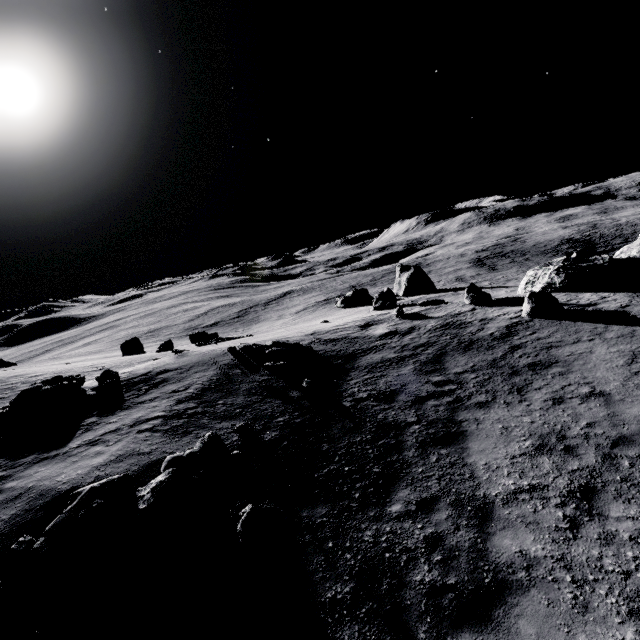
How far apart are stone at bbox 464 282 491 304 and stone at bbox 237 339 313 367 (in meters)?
11.34

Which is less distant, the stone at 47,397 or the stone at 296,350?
the stone at 47,397

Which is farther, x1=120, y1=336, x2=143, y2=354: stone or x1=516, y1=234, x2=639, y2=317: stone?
x1=120, y1=336, x2=143, y2=354: stone

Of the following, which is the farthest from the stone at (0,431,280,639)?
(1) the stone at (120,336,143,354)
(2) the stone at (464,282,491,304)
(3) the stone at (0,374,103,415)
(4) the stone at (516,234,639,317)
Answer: (1) the stone at (120,336,143,354)

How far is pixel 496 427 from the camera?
9.18m

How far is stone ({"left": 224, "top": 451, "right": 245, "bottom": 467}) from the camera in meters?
8.4 m

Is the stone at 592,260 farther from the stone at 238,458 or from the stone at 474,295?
the stone at 238,458

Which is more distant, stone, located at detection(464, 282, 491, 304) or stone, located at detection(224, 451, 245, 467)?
stone, located at detection(464, 282, 491, 304)
